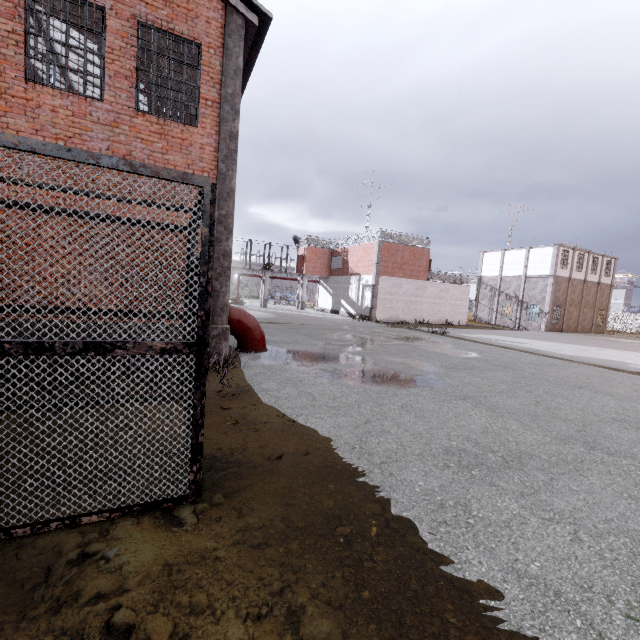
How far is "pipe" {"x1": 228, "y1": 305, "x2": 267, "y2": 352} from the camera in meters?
10.1 m

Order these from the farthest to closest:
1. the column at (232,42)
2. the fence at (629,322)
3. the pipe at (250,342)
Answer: the fence at (629,322) → the pipe at (250,342) → the column at (232,42)

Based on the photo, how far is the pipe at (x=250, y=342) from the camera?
10.1m

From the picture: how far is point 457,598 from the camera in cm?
232

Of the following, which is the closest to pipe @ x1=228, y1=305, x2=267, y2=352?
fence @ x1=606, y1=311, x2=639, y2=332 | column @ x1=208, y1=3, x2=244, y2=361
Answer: column @ x1=208, y1=3, x2=244, y2=361

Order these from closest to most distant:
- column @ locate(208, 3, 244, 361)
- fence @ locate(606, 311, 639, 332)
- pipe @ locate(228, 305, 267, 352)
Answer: column @ locate(208, 3, 244, 361)
pipe @ locate(228, 305, 267, 352)
fence @ locate(606, 311, 639, 332)
